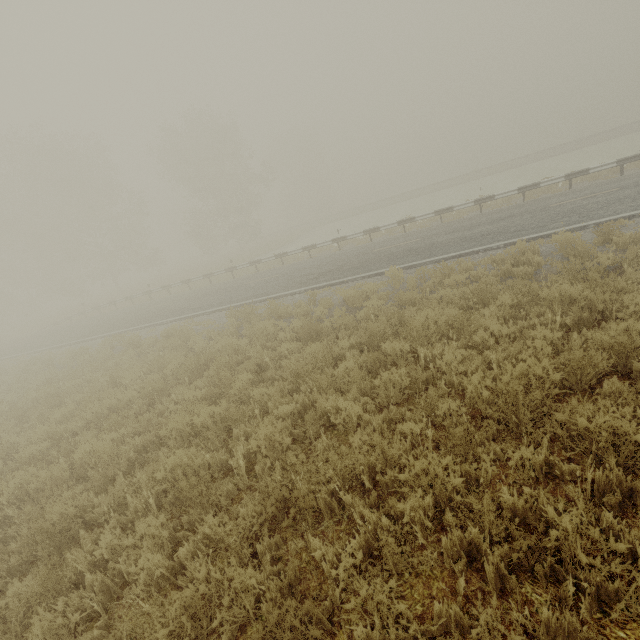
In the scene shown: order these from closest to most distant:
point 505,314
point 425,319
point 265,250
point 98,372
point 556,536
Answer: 1. point 556,536
2. point 505,314
3. point 425,319
4. point 98,372
5. point 265,250

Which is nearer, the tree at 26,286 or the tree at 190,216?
the tree at 26,286

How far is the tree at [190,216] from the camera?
35.47m

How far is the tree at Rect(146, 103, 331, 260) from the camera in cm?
3547

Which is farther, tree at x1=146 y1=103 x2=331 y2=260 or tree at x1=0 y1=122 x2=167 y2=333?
tree at x1=146 y1=103 x2=331 y2=260
